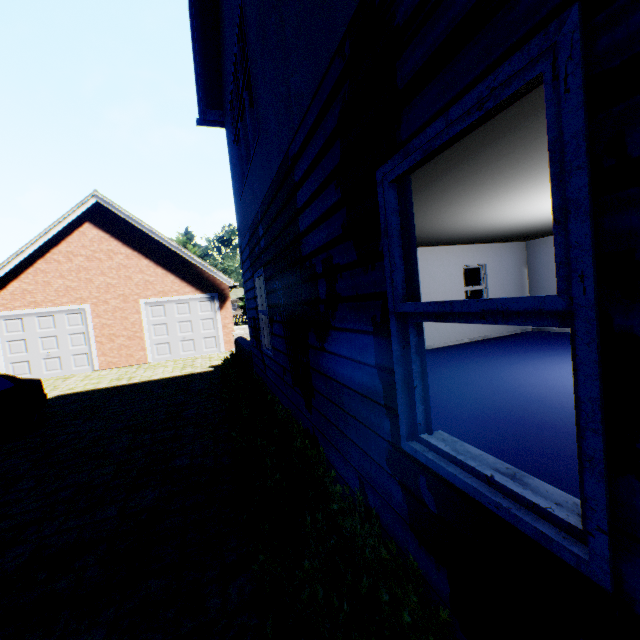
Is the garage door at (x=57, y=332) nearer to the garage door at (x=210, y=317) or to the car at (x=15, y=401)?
the garage door at (x=210, y=317)

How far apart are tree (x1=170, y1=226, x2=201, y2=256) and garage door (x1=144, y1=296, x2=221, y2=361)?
23.8m

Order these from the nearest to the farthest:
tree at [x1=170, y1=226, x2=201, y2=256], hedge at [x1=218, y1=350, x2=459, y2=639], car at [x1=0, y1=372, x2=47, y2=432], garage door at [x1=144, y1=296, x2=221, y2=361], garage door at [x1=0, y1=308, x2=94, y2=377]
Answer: hedge at [x1=218, y1=350, x2=459, y2=639], car at [x1=0, y1=372, x2=47, y2=432], garage door at [x1=0, y1=308, x2=94, y2=377], garage door at [x1=144, y1=296, x2=221, y2=361], tree at [x1=170, y1=226, x2=201, y2=256]

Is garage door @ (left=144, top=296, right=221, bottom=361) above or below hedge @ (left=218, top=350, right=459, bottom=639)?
above

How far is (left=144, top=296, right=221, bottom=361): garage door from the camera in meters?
15.3

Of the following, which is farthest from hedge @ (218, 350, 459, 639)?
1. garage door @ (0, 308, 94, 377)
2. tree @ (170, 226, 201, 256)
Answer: tree @ (170, 226, 201, 256)

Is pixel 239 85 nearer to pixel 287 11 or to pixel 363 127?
pixel 287 11

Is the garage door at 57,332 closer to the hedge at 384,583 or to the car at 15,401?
the car at 15,401
